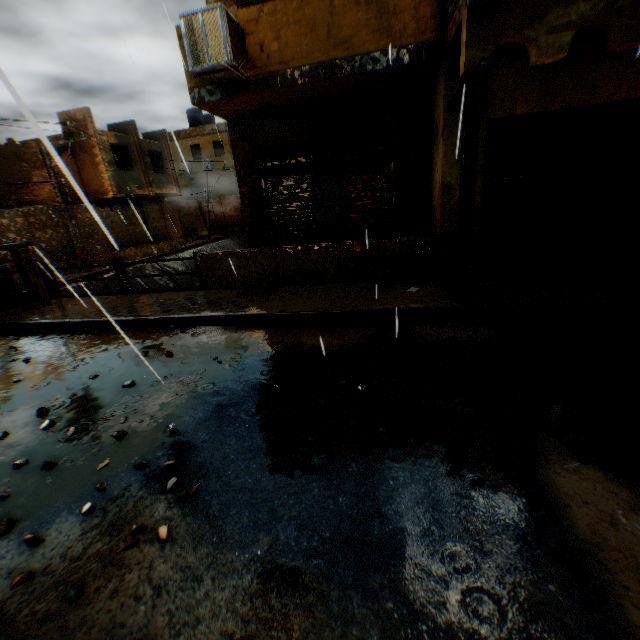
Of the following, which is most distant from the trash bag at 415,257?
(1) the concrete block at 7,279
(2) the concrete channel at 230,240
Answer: (1) the concrete block at 7,279

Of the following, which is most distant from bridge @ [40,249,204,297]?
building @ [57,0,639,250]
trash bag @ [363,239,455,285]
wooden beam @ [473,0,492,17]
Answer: trash bag @ [363,239,455,285]

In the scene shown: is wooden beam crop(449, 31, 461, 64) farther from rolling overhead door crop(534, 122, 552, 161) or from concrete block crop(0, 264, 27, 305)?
concrete block crop(0, 264, 27, 305)

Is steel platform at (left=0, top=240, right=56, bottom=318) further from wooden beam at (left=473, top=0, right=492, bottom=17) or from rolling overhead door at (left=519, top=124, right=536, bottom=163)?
wooden beam at (left=473, top=0, right=492, bottom=17)

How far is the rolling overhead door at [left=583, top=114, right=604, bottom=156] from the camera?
5.61m

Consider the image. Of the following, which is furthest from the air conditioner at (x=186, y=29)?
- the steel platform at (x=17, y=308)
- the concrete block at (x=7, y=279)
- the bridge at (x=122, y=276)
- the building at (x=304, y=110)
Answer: the steel platform at (x=17, y=308)

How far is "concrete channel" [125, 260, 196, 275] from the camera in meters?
17.9

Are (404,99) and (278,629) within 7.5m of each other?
no
